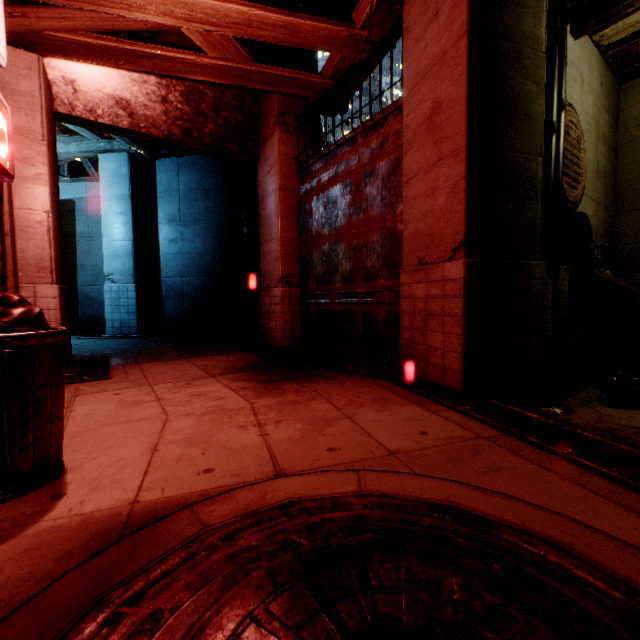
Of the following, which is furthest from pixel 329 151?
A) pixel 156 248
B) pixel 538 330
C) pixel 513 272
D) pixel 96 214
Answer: pixel 96 214

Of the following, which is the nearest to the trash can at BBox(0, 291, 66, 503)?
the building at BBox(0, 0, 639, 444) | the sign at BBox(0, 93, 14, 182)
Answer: the building at BBox(0, 0, 639, 444)

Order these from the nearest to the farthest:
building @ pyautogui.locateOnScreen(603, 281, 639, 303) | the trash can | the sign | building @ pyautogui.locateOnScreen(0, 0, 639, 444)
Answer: the trash can, the sign, building @ pyautogui.locateOnScreen(0, 0, 639, 444), building @ pyautogui.locateOnScreen(603, 281, 639, 303)

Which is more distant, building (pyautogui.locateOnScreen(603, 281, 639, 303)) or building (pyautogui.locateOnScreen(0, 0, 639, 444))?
building (pyautogui.locateOnScreen(603, 281, 639, 303))

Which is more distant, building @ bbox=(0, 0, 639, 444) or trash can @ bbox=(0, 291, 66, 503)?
building @ bbox=(0, 0, 639, 444)

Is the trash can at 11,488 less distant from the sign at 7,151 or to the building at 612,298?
the building at 612,298

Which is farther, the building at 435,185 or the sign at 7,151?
the building at 435,185
